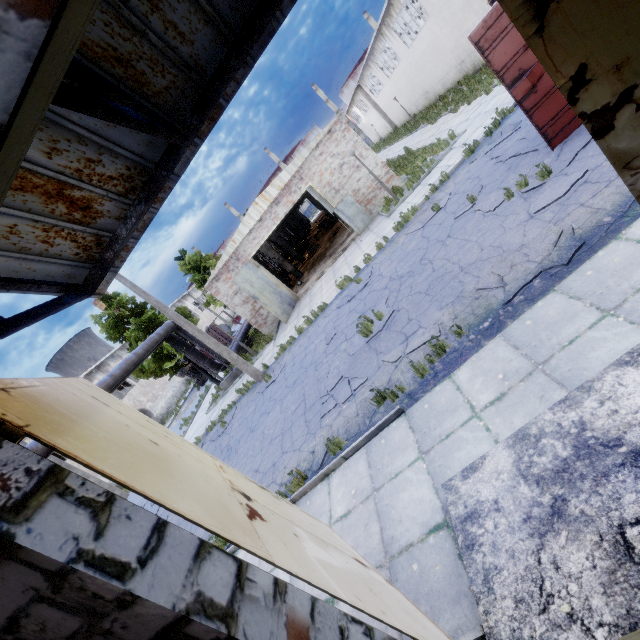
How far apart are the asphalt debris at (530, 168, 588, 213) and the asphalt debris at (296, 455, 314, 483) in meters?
6.2

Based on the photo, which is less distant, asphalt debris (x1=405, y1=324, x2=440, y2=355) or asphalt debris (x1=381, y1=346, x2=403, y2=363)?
asphalt debris (x1=405, y1=324, x2=440, y2=355)

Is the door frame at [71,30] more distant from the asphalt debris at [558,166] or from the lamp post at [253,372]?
the lamp post at [253,372]

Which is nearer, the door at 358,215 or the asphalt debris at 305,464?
the asphalt debris at 305,464

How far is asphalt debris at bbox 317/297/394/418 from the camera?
7.91m

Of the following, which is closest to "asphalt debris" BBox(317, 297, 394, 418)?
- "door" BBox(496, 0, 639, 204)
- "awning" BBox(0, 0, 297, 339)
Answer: "door" BBox(496, 0, 639, 204)

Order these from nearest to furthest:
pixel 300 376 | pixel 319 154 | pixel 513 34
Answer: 1. pixel 513 34
2. pixel 300 376
3. pixel 319 154

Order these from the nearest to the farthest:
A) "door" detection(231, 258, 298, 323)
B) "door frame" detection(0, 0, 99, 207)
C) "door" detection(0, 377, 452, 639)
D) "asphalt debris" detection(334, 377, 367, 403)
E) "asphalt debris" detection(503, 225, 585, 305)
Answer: "door frame" detection(0, 0, 99, 207), "door" detection(0, 377, 452, 639), "asphalt debris" detection(503, 225, 585, 305), "asphalt debris" detection(334, 377, 367, 403), "door" detection(231, 258, 298, 323)
